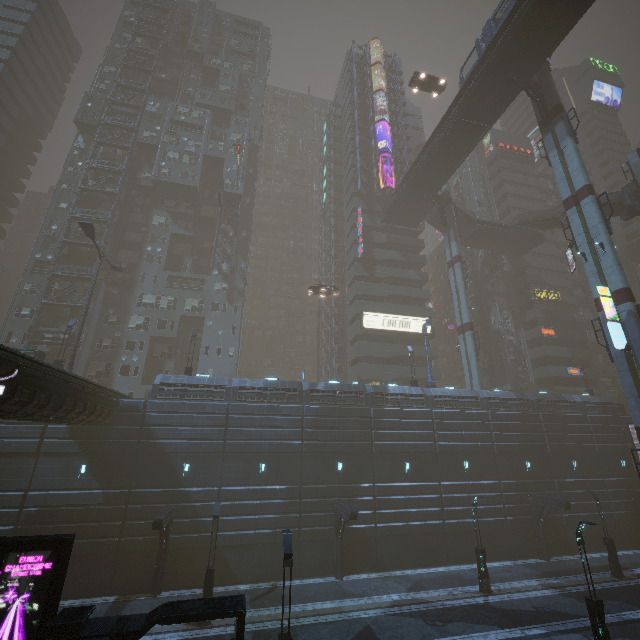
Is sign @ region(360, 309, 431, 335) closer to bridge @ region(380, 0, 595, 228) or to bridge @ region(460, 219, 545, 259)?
bridge @ region(460, 219, 545, 259)

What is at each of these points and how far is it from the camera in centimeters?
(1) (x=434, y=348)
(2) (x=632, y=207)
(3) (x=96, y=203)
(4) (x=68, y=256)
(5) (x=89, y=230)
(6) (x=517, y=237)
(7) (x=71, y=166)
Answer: (1) building, 4516cm
(2) building structure, 3200cm
(3) building, 4347cm
(4) building, 3925cm
(5) street light, 2712cm
(6) bridge, 4847cm
(7) building, 4425cm

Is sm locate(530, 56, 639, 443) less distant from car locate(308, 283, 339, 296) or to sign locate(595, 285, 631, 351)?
sign locate(595, 285, 631, 351)

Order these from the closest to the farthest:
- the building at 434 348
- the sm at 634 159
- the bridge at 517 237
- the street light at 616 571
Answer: the street light at 616 571
the sm at 634 159
the building at 434 348
the bridge at 517 237

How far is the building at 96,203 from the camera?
41.81m

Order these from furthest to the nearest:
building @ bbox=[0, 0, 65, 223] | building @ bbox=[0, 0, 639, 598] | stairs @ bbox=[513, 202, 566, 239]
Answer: building @ bbox=[0, 0, 65, 223] < stairs @ bbox=[513, 202, 566, 239] < building @ bbox=[0, 0, 639, 598]

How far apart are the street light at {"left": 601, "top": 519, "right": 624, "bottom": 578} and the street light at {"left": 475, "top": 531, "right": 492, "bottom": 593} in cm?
1055

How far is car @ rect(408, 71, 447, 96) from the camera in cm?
3666
